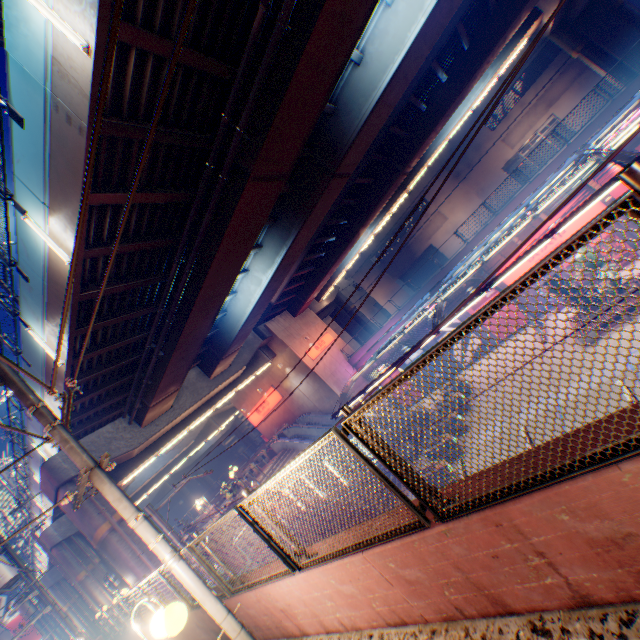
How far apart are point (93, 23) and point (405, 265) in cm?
4439

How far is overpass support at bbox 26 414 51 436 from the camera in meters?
15.8

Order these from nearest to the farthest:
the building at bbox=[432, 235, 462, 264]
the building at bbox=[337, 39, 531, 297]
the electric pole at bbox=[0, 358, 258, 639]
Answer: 1. the electric pole at bbox=[0, 358, 258, 639]
2. the building at bbox=[337, 39, 531, 297]
3. the building at bbox=[432, 235, 462, 264]

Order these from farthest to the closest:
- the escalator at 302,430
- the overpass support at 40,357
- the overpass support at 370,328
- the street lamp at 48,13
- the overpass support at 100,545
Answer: the overpass support at 370,328 → the escalator at 302,430 → the overpass support at 100,545 → the overpass support at 40,357 → the street lamp at 48,13

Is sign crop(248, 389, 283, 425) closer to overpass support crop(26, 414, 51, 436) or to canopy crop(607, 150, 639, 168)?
overpass support crop(26, 414, 51, 436)

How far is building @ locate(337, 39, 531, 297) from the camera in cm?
3494

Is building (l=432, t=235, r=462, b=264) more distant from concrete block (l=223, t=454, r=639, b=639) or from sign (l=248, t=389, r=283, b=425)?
concrete block (l=223, t=454, r=639, b=639)

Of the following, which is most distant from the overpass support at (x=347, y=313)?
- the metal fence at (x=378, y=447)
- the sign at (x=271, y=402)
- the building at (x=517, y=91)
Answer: the building at (x=517, y=91)
